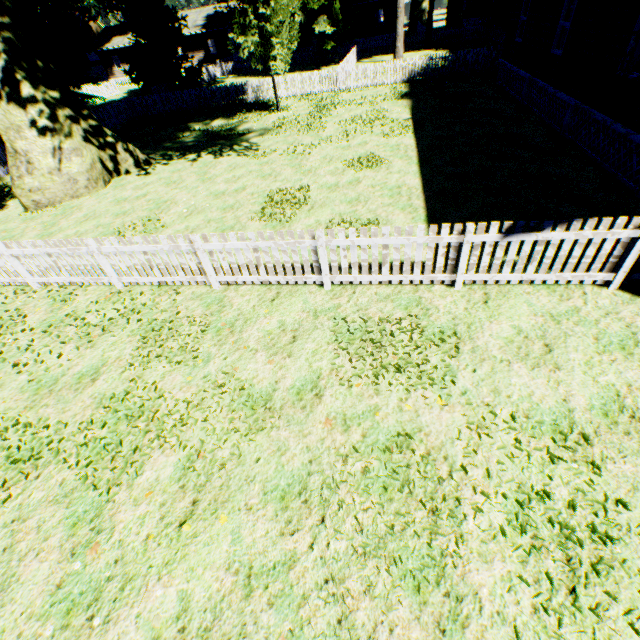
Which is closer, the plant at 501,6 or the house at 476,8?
the plant at 501,6

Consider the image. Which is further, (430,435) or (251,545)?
(430,435)

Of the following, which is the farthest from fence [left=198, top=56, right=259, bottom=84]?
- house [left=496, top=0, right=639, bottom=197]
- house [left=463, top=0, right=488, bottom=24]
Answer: house [left=463, top=0, right=488, bottom=24]

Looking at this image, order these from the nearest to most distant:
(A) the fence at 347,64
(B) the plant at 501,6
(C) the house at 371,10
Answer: (A) the fence at 347,64 → (B) the plant at 501,6 → (C) the house at 371,10

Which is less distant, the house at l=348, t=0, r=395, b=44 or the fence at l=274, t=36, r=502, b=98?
the fence at l=274, t=36, r=502, b=98

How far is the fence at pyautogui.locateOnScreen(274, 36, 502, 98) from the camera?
20.2m

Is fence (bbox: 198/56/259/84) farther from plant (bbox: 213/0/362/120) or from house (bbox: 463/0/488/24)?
house (bbox: 463/0/488/24)

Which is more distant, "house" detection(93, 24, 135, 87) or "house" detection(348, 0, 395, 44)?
"house" detection(93, 24, 135, 87)
